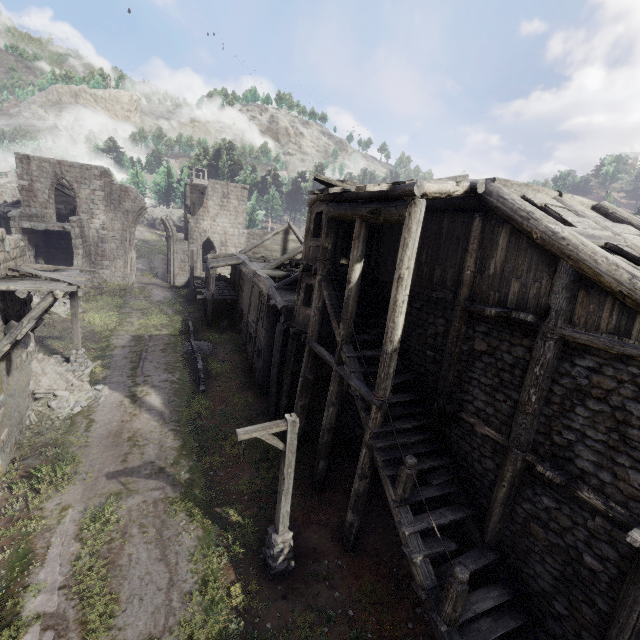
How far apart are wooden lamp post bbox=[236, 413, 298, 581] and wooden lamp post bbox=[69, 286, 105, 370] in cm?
1315

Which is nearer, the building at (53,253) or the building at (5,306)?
the building at (5,306)

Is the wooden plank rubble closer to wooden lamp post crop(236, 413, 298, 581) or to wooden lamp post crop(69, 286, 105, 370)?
wooden lamp post crop(69, 286, 105, 370)

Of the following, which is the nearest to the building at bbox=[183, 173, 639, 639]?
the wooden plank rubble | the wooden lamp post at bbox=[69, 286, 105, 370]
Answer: the wooden plank rubble

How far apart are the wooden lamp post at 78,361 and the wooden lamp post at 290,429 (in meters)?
13.15

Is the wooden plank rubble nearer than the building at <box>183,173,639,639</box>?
No

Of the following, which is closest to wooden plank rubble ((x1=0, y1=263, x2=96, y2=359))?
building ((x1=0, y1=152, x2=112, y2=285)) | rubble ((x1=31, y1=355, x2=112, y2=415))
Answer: building ((x1=0, y1=152, x2=112, y2=285))

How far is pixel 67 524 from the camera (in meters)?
9.48
